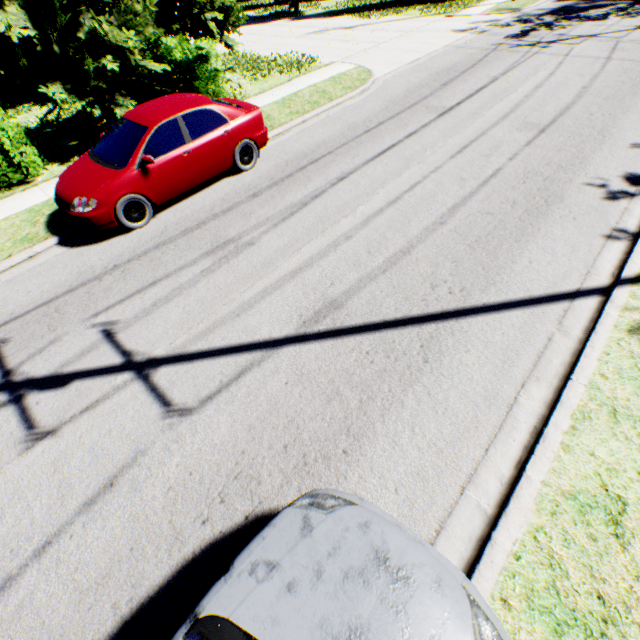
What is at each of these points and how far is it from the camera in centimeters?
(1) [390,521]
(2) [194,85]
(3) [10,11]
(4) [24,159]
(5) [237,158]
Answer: (1) car, 248cm
(2) hedge, 1032cm
(3) tree, 738cm
(4) hedge, 838cm
(5) car, 774cm

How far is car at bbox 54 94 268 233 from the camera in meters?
6.2

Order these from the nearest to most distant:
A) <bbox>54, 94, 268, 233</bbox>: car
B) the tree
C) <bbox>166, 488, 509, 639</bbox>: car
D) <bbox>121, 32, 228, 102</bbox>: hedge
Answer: <bbox>166, 488, 509, 639</bbox>: car
<bbox>54, 94, 268, 233</bbox>: car
the tree
<bbox>121, 32, 228, 102</bbox>: hedge

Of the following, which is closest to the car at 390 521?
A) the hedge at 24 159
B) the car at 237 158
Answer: the car at 237 158

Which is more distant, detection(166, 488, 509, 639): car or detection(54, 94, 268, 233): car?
detection(54, 94, 268, 233): car

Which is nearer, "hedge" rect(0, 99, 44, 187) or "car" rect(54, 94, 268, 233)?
"car" rect(54, 94, 268, 233)

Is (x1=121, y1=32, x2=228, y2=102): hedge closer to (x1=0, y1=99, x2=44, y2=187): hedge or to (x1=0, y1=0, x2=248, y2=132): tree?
(x1=0, y1=0, x2=248, y2=132): tree

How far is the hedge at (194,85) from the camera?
10.0m
